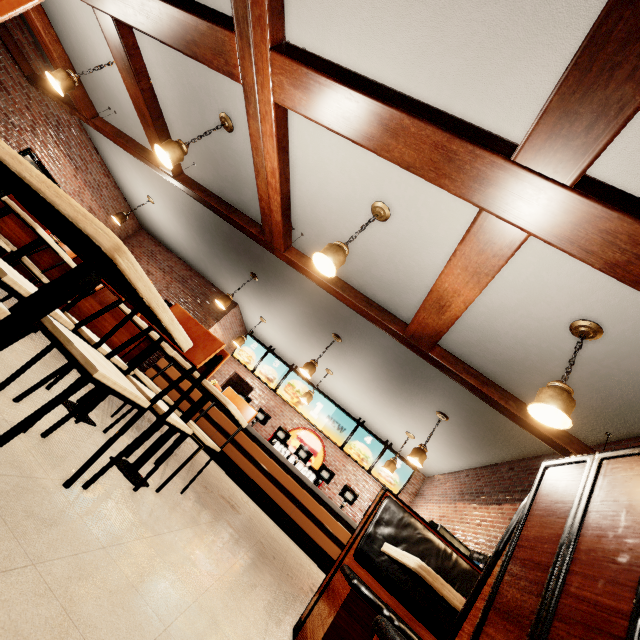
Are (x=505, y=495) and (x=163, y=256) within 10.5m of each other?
no
